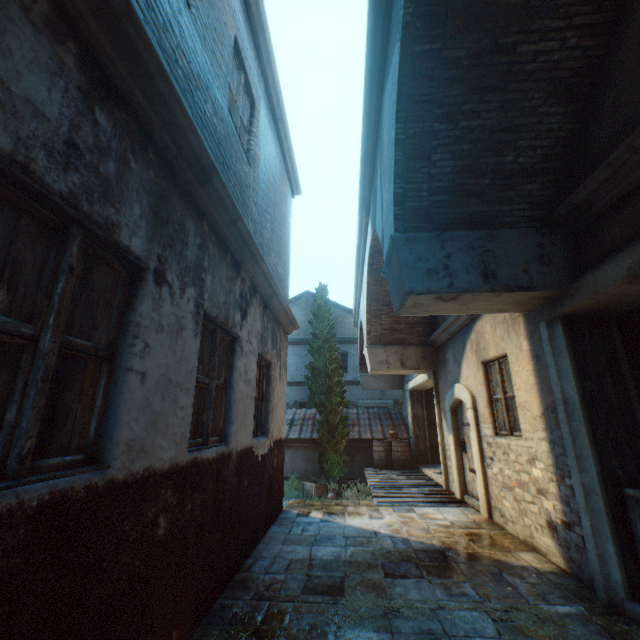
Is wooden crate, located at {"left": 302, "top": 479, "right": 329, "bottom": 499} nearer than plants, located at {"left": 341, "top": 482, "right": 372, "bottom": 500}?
No

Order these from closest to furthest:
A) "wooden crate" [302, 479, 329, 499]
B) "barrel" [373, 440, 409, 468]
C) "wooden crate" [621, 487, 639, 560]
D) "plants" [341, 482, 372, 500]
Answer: "wooden crate" [621, 487, 639, 560] < "plants" [341, 482, 372, 500] < "wooden crate" [302, 479, 329, 499] < "barrel" [373, 440, 409, 468]

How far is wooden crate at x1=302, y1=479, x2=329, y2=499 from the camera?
11.5 meters

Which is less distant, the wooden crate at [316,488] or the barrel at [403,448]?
the wooden crate at [316,488]

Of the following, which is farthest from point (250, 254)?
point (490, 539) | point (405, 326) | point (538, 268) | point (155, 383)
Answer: point (405, 326)

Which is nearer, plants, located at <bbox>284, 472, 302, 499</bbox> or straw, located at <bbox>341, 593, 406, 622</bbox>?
straw, located at <bbox>341, 593, 406, 622</bbox>

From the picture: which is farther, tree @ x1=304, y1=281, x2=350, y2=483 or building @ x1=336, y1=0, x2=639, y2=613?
tree @ x1=304, y1=281, x2=350, y2=483

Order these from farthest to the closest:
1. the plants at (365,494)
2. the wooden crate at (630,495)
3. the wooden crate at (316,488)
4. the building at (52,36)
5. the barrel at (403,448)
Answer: the barrel at (403,448) < the wooden crate at (316,488) < the plants at (365,494) < the wooden crate at (630,495) < the building at (52,36)
